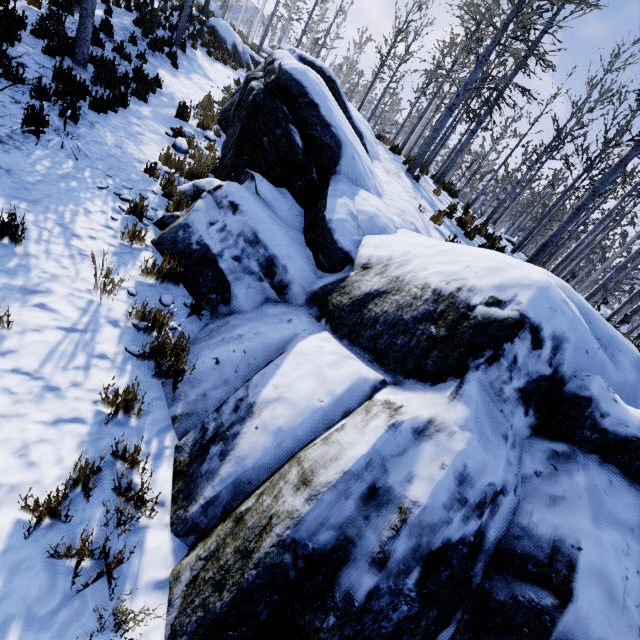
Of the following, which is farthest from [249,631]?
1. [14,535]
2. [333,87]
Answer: [333,87]

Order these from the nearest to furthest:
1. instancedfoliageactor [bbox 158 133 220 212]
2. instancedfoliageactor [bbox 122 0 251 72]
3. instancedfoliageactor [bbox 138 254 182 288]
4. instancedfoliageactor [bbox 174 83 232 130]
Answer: instancedfoliageactor [bbox 138 254 182 288] → instancedfoliageactor [bbox 158 133 220 212] → instancedfoliageactor [bbox 174 83 232 130] → instancedfoliageactor [bbox 122 0 251 72]

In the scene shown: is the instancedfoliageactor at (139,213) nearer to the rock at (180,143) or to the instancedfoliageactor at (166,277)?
the rock at (180,143)

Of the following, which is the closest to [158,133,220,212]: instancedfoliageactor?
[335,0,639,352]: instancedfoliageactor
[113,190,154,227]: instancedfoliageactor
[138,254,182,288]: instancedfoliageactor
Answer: [335,0,639,352]: instancedfoliageactor

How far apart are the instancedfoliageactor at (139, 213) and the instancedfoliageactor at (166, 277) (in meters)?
1.06

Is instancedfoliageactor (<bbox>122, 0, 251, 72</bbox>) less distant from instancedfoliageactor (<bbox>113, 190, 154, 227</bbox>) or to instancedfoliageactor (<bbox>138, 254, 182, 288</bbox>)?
instancedfoliageactor (<bbox>138, 254, 182, 288</bbox>)

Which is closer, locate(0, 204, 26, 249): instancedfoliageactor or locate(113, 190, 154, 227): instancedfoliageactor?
locate(0, 204, 26, 249): instancedfoliageactor

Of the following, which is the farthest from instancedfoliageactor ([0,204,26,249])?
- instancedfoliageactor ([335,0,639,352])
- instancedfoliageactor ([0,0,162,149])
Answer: instancedfoliageactor ([335,0,639,352])
